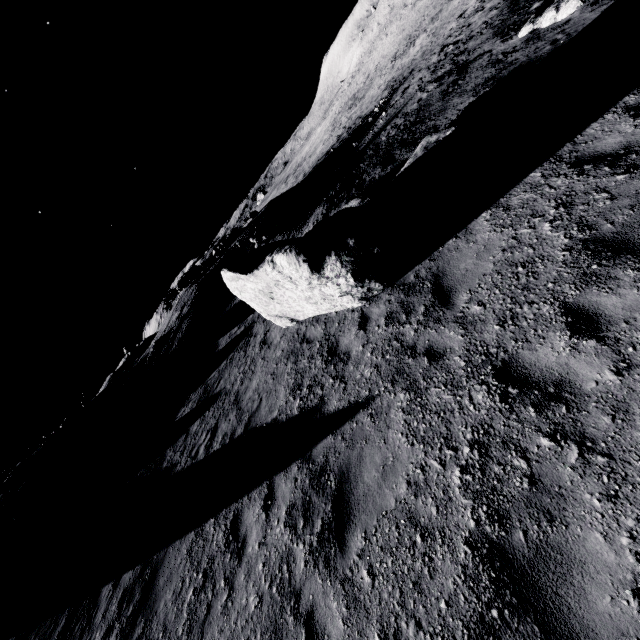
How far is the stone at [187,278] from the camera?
27.70m

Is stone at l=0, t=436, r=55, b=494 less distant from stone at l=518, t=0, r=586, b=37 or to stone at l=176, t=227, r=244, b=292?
stone at l=176, t=227, r=244, b=292

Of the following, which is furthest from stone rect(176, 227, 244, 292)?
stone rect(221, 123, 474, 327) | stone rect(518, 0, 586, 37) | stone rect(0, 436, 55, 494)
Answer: stone rect(518, 0, 586, 37)

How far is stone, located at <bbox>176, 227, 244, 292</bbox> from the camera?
27.7m

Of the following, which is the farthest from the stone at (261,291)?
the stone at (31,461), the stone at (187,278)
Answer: the stone at (31,461)

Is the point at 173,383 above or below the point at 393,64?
above

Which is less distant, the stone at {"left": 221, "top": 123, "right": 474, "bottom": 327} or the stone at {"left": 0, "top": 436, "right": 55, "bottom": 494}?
the stone at {"left": 221, "top": 123, "right": 474, "bottom": 327}

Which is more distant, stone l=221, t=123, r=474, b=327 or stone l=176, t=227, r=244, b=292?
stone l=176, t=227, r=244, b=292
